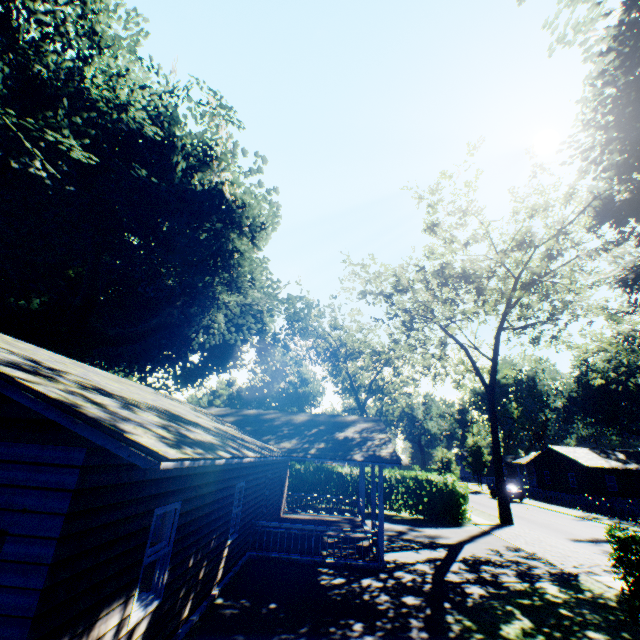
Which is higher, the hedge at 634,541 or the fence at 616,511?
the hedge at 634,541

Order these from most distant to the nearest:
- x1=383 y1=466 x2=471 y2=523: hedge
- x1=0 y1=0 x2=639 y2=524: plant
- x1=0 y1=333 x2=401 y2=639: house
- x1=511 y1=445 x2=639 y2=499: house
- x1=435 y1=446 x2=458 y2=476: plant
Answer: x1=511 y1=445 x2=639 y2=499: house
x1=435 y1=446 x2=458 y2=476: plant
x1=383 y1=466 x2=471 y2=523: hedge
x1=0 y1=0 x2=639 y2=524: plant
x1=0 y1=333 x2=401 y2=639: house

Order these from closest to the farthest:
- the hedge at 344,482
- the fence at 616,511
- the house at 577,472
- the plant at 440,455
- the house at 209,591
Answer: the house at 209,591 → the hedge at 344,482 → the fence at 616,511 → the plant at 440,455 → the house at 577,472

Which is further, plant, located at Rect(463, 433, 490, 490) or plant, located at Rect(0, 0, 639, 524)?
plant, located at Rect(463, 433, 490, 490)

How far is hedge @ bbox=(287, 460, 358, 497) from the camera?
23.95m

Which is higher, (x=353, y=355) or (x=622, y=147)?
(x=622, y=147)

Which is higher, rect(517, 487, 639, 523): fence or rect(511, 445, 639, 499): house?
rect(511, 445, 639, 499): house

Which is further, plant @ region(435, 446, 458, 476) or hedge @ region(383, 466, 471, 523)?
plant @ region(435, 446, 458, 476)
